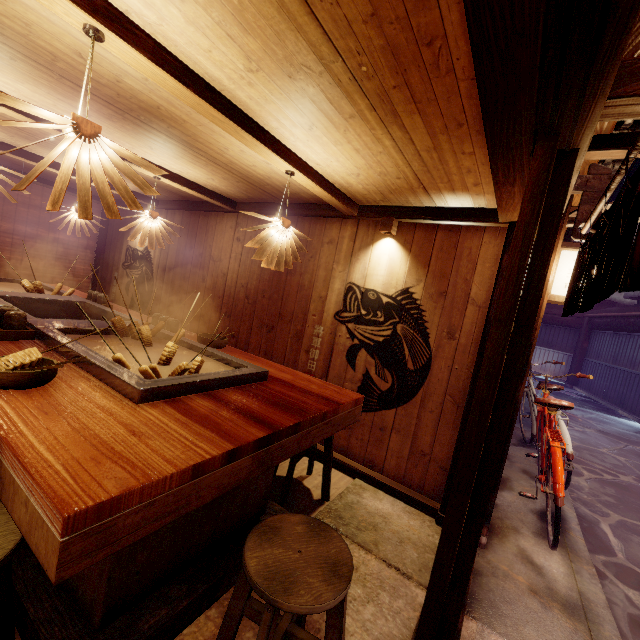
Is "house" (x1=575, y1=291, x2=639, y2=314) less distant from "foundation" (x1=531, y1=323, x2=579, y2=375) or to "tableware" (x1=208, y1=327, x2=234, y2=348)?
"foundation" (x1=531, y1=323, x2=579, y2=375)

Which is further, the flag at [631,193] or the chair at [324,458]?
the chair at [324,458]

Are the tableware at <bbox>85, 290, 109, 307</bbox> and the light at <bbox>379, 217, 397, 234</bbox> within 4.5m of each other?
no

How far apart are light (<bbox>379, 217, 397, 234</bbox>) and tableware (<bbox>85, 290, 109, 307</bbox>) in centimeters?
611cm

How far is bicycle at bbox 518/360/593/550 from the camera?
4.86m

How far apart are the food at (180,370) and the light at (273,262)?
1.1 meters

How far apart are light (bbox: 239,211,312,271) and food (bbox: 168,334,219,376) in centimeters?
112cm

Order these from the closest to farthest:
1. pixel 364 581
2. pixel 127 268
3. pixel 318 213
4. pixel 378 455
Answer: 1. pixel 364 581
2. pixel 378 455
3. pixel 318 213
4. pixel 127 268
